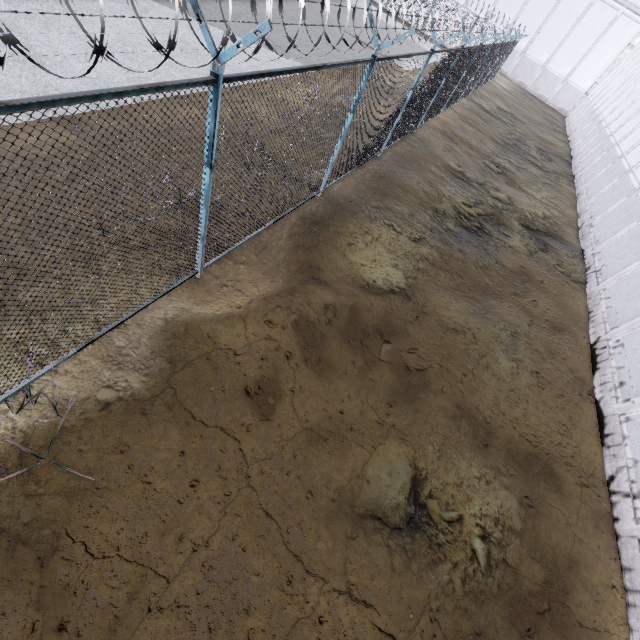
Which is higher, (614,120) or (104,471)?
(614,120)
